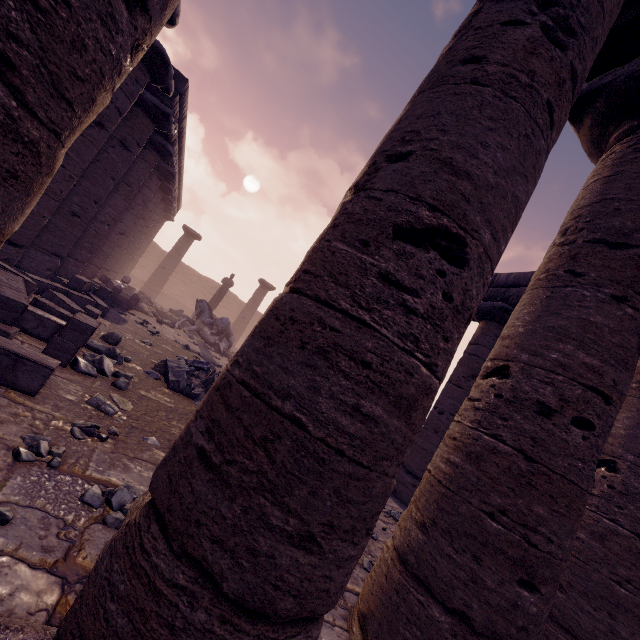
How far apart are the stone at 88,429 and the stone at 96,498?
0.6m

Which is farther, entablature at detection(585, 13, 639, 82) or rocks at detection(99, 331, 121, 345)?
rocks at detection(99, 331, 121, 345)

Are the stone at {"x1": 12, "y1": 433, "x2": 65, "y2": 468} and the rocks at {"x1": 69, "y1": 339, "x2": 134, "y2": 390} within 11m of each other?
yes

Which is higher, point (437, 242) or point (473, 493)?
point (437, 242)

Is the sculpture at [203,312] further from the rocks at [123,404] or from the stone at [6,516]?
the stone at [6,516]

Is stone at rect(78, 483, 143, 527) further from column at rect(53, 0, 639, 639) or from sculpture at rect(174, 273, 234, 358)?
sculpture at rect(174, 273, 234, 358)

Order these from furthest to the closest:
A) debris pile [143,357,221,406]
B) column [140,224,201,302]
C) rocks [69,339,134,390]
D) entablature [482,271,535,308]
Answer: column [140,224,201,302]
entablature [482,271,535,308]
debris pile [143,357,221,406]
rocks [69,339,134,390]

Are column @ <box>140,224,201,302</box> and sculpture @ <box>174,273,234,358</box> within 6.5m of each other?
no
